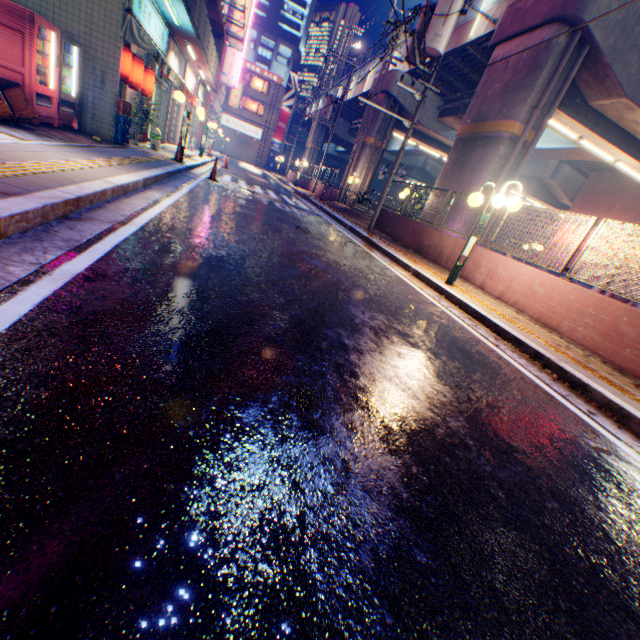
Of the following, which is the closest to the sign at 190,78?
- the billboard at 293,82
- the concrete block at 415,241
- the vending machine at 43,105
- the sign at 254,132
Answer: the vending machine at 43,105

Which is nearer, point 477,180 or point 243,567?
point 243,567

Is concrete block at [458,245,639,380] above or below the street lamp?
below

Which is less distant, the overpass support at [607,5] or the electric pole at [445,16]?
the overpass support at [607,5]

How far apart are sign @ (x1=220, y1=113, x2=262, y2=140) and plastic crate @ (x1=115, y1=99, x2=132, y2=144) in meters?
45.2

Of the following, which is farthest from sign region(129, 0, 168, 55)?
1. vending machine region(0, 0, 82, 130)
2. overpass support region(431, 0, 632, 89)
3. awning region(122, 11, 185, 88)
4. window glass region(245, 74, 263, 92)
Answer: window glass region(245, 74, 263, 92)

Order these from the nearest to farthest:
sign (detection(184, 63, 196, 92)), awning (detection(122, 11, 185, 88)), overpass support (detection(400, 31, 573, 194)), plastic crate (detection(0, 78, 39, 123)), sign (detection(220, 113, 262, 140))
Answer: plastic crate (detection(0, 78, 39, 123)) → awning (detection(122, 11, 185, 88)) → overpass support (detection(400, 31, 573, 194)) → sign (detection(184, 63, 196, 92)) → sign (detection(220, 113, 262, 140))

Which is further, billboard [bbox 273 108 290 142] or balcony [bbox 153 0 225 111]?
billboard [bbox 273 108 290 142]
